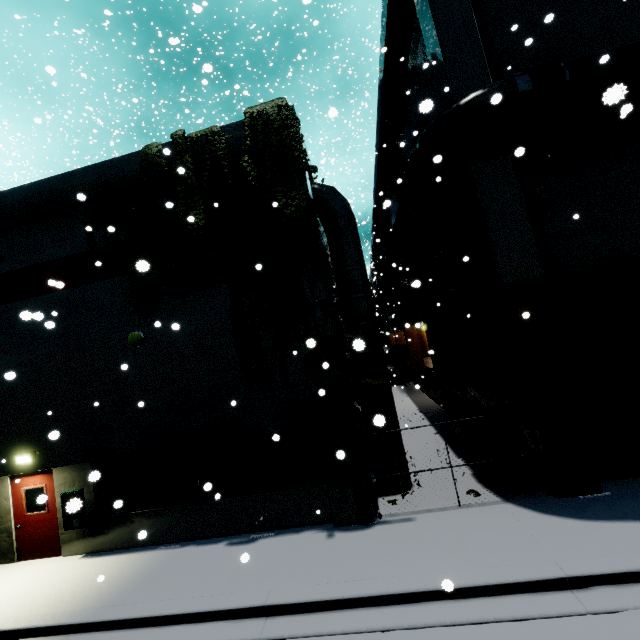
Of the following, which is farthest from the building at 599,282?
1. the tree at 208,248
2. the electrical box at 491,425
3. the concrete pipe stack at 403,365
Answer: the concrete pipe stack at 403,365

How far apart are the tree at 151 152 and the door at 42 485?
8.66m

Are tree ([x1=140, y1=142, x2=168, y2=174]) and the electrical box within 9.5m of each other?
no

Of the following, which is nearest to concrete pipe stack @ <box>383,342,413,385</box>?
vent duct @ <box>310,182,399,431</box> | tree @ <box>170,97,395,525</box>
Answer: vent duct @ <box>310,182,399,431</box>

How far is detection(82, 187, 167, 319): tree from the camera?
8.91m

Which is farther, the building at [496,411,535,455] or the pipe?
the building at [496,411,535,455]

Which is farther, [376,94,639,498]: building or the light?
the light

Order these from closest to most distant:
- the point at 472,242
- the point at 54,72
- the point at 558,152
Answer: the point at 54,72, the point at 558,152, the point at 472,242
